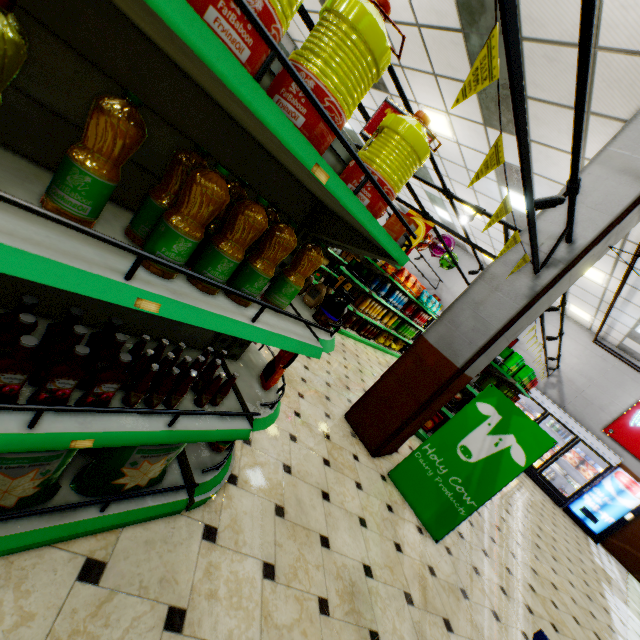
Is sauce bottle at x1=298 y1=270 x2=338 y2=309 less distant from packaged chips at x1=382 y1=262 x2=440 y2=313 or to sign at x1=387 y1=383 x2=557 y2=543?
sign at x1=387 y1=383 x2=557 y2=543

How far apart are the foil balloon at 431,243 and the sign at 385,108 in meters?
7.8

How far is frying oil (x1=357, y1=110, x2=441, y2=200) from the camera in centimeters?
130cm

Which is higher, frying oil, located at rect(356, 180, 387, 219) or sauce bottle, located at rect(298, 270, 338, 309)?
frying oil, located at rect(356, 180, 387, 219)

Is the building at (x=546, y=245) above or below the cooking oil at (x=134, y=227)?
above

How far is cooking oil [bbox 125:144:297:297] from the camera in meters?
1.0

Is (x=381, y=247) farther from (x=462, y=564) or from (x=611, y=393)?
(x=611, y=393)

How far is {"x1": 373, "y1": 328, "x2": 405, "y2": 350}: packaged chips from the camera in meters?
10.0 m
